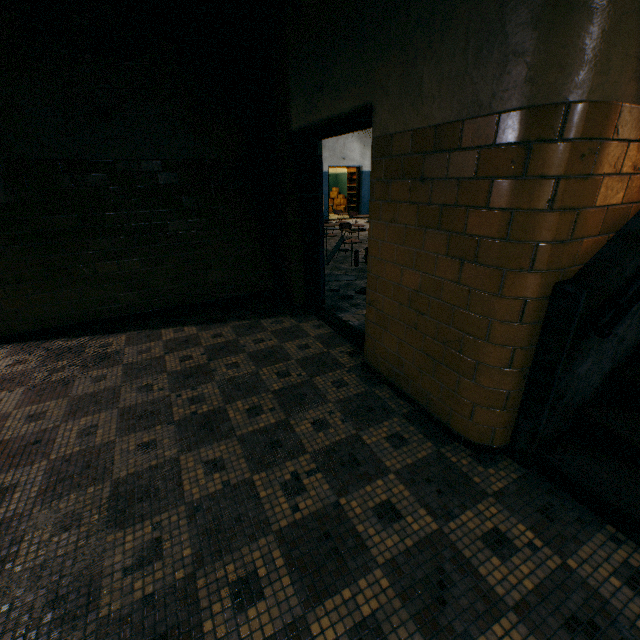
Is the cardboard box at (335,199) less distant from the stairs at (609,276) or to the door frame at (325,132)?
the door frame at (325,132)

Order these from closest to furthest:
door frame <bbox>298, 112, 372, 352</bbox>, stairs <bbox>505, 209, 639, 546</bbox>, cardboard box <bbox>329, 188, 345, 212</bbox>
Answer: stairs <bbox>505, 209, 639, 546</bbox> < door frame <bbox>298, 112, 372, 352</bbox> < cardboard box <bbox>329, 188, 345, 212</bbox>

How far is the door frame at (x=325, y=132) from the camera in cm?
308

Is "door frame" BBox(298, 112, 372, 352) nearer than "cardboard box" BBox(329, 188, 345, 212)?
Yes

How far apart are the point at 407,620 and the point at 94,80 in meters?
5.3

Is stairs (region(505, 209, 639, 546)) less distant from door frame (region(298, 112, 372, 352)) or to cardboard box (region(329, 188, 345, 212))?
door frame (region(298, 112, 372, 352))
